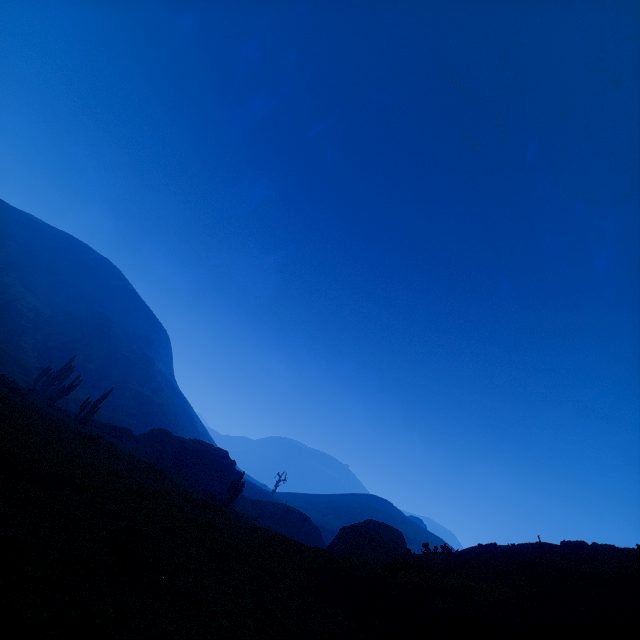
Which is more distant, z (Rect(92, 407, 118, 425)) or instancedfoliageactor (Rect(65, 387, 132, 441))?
z (Rect(92, 407, 118, 425))

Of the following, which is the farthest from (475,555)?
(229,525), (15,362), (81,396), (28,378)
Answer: (81,396)

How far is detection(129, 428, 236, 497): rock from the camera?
36.0 meters

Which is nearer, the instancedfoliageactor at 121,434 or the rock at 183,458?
the instancedfoliageactor at 121,434

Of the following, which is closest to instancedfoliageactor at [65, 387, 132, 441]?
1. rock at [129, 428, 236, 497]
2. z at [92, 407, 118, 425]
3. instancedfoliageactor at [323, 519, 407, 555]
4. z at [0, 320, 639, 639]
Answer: z at [0, 320, 639, 639]

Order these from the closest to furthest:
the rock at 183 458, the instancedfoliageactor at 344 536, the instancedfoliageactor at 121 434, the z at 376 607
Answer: the z at 376 607, the instancedfoliageactor at 344 536, the instancedfoliageactor at 121 434, the rock at 183 458

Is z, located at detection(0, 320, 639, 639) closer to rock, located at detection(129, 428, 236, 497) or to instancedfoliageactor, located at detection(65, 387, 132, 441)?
instancedfoliageactor, located at detection(65, 387, 132, 441)

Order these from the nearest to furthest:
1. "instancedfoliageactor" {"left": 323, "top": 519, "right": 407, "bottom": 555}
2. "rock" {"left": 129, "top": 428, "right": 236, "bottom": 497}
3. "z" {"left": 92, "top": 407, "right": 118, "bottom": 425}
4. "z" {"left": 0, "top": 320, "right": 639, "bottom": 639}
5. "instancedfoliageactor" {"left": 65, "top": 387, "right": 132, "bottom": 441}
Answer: "z" {"left": 0, "top": 320, "right": 639, "bottom": 639} < "instancedfoliageactor" {"left": 323, "top": 519, "right": 407, "bottom": 555} < "instancedfoliageactor" {"left": 65, "top": 387, "right": 132, "bottom": 441} < "rock" {"left": 129, "top": 428, "right": 236, "bottom": 497} < "z" {"left": 92, "top": 407, "right": 118, "bottom": 425}
